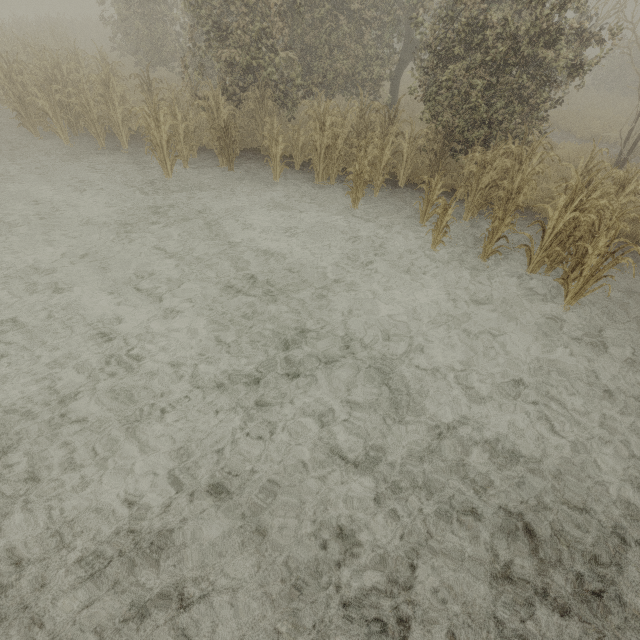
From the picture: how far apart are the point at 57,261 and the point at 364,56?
12.1m
